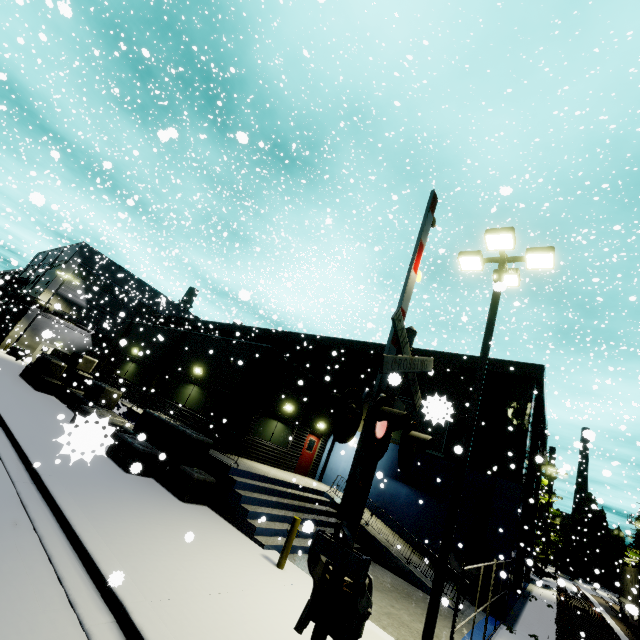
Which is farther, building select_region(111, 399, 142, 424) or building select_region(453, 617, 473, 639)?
building select_region(111, 399, 142, 424)

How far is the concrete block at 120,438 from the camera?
10.20m

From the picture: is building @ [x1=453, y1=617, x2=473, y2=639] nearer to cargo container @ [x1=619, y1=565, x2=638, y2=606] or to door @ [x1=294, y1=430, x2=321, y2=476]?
door @ [x1=294, y1=430, x2=321, y2=476]

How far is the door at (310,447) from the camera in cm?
1826

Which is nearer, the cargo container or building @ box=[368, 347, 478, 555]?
building @ box=[368, 347, 478, 555]

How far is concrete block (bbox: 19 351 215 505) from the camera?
10.2 meters

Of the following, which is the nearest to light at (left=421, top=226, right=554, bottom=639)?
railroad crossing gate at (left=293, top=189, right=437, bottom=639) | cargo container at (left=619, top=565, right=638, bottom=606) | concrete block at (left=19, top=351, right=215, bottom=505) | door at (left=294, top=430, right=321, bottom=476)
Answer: concrete block at (left=19, top=351, right=215, bottom=505)

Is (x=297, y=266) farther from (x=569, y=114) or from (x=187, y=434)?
(x=187, y=434)
